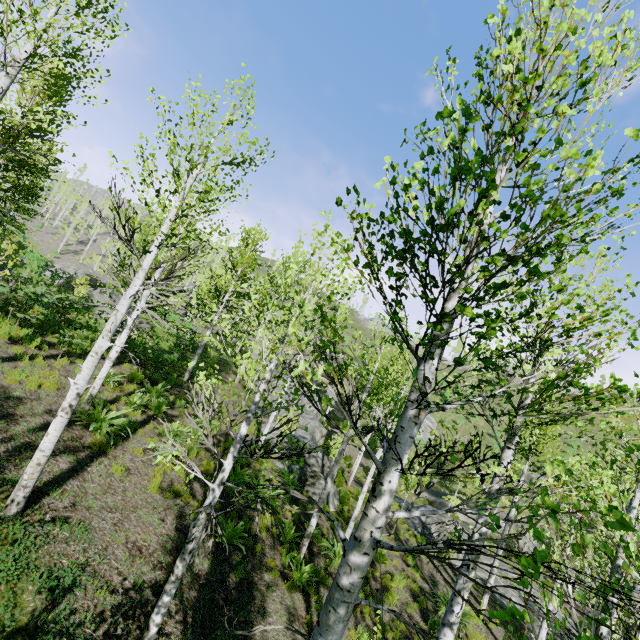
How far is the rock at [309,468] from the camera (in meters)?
15.24

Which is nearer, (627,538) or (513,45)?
(513,45)

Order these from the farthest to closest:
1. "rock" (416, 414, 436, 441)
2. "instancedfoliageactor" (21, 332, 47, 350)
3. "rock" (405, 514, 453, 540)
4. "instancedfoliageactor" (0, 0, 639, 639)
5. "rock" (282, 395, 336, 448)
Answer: "rock" (416, 414, 436, 441), "rock" (282, 395, 336, 448), "rock" (405, 514, 453, 540), "instancedfoliageactor" (21, 332, 47, 350), "instancedfoliageactor" (0, 0, 639, 639)

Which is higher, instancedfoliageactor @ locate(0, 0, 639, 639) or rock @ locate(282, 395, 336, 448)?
instancedfoliageactor @ locate(0, 0, 639, 639)

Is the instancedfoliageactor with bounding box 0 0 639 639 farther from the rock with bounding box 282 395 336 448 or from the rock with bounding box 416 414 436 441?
the rock with bounding box 416 414 436 441

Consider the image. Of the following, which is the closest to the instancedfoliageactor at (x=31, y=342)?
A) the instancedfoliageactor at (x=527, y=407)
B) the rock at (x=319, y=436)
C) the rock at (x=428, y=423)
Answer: the rock at (x=319, y=436)

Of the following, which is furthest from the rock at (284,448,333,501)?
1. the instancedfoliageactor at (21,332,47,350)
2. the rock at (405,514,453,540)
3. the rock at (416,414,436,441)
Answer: the rock at (416,414,436,441)

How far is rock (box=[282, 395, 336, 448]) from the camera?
19.4 meters
